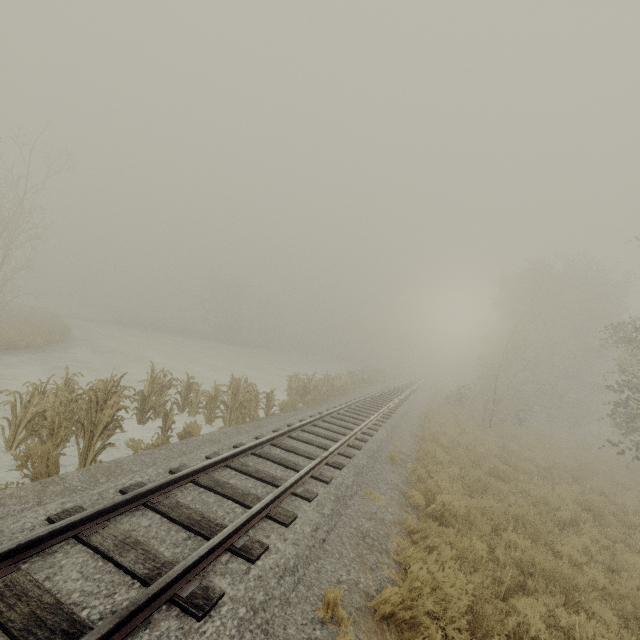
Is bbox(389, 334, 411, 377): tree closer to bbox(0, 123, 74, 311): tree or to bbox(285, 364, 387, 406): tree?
bbox(285, 364, 387, 406): tree

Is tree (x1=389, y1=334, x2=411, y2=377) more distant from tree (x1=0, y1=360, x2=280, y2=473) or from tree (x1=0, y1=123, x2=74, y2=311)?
tree (x1=0, y1=123, x2=74, y2=311)

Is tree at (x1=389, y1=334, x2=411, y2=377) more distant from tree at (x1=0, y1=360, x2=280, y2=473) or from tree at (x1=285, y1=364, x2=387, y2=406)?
tree at (x1=0, y1=360, x2=280, y2=473)

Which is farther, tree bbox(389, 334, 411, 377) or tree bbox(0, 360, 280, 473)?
tree bbox(389, 334, 411, 377)

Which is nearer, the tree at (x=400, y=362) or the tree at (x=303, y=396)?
the tree at (x=303, y=396)

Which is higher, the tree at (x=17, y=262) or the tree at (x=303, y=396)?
the tree at (x=17, y=262)

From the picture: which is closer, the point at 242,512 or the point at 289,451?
the point at 242,512

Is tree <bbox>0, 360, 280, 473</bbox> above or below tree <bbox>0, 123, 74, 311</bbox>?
below
